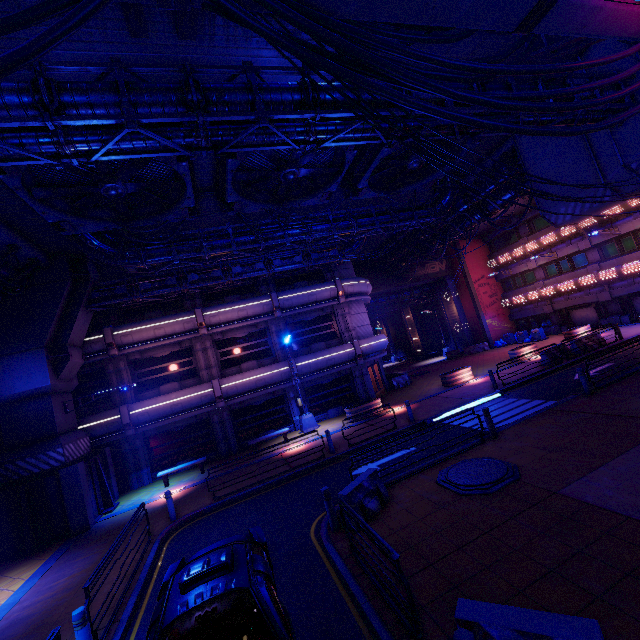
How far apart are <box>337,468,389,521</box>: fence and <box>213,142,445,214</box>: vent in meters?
10.5

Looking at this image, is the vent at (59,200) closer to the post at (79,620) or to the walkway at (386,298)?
the post at (79,620)

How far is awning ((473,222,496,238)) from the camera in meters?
32.9

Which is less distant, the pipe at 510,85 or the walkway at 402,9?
the walkway at 402,9

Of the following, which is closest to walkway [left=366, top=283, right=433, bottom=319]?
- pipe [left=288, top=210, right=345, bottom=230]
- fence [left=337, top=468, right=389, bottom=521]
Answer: pipe [left=288, top=210, right=345, bottom=230]

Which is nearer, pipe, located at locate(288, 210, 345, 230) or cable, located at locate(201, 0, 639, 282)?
cable, located at locate(201, 0, 639, 282)

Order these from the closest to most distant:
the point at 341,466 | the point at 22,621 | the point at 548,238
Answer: the point at 22,621, the point at 341,466, the point at 548,238

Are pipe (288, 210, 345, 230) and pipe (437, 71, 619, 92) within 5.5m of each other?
no
